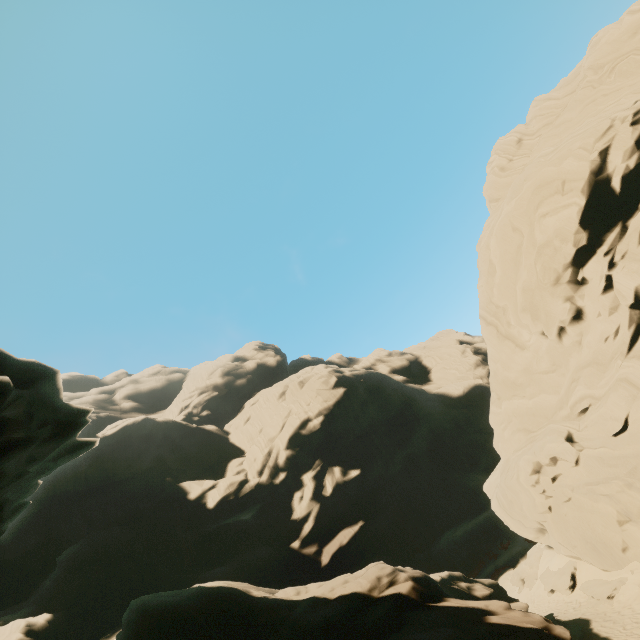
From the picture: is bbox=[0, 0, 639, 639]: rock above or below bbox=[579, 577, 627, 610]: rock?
above

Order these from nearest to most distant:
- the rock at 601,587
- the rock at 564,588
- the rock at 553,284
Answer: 1. the rock at 553,284
2. the rock at 601,587
3. the rock at 564,588

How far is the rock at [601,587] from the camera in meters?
15.9 m

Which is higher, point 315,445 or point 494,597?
point 315,445

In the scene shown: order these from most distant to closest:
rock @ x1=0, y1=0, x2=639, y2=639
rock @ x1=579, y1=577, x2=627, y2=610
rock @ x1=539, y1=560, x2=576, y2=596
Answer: rock @ x1=539, y1=560, x2=576, y2=596
rock @ x1=579, y1=577, x2=627, y2=610
rock @ x1=0, y1=0, x2=639, y2=639

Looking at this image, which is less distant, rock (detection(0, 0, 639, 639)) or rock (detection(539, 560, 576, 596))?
rock (detection(0, 0, 639, 639))

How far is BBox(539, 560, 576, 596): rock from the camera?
19.0 meters
